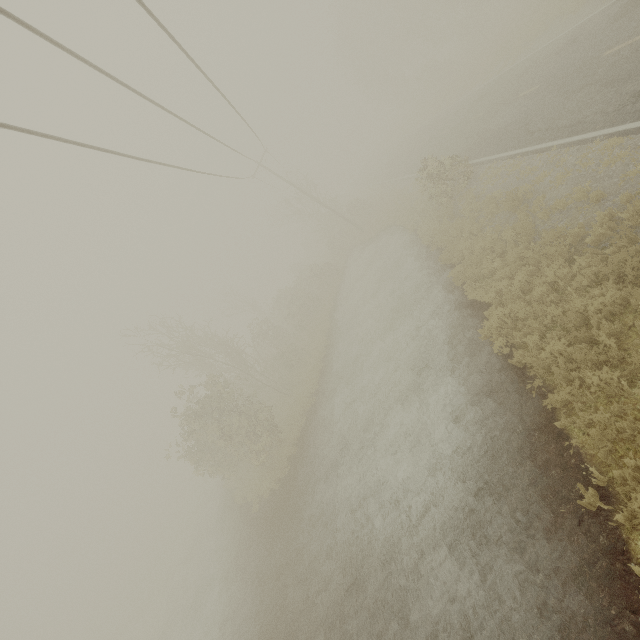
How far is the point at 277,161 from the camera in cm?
3466
